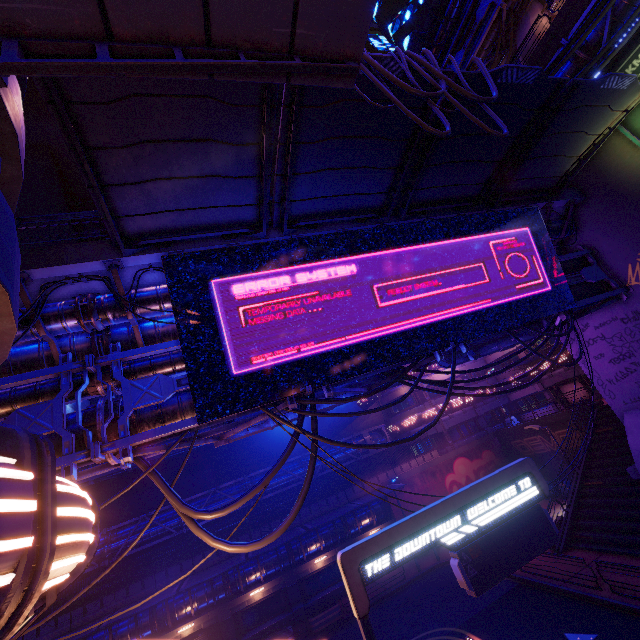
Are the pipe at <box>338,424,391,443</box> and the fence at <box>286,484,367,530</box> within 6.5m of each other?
yes

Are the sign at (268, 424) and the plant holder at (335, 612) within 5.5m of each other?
no

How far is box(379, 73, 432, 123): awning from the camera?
7.4 meters

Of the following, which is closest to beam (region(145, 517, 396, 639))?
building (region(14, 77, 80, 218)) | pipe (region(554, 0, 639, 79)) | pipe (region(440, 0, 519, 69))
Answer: building (region(14, 77, 80, 218))

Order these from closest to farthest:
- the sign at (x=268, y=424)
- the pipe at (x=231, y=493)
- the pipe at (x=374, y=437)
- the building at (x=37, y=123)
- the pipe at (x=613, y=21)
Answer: the sign at (x=268, y=424) < the pipe at (x=613, y=21) < the pipe at (x=231, y=493) < the pipe at (x=374, y=437) < the building at (x=37, y=123)

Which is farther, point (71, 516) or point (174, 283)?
point (174, 283)

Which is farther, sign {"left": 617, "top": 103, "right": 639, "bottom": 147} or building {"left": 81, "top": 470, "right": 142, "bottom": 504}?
building {"left": 81, "top": 470, "right": 142, "bottom": 504}

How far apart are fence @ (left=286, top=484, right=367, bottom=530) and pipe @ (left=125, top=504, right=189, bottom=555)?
0.0m
